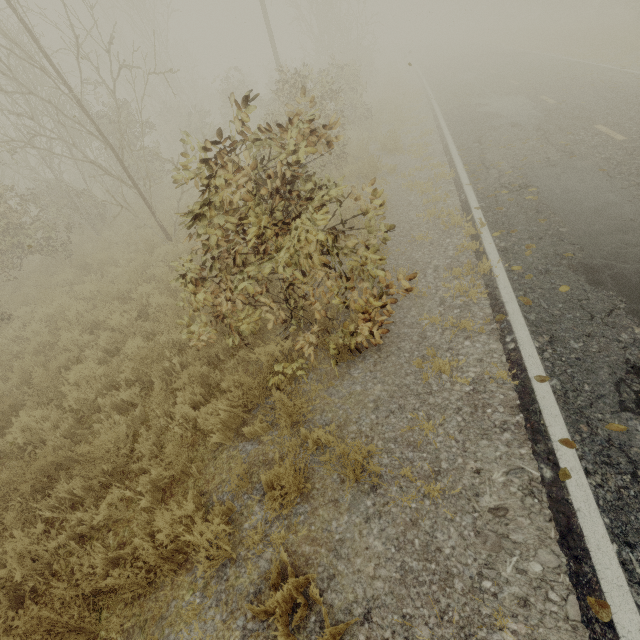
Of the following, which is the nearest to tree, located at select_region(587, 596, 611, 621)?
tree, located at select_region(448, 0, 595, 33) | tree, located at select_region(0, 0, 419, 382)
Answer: tree, located at select_region(0, 0, 419, 382)

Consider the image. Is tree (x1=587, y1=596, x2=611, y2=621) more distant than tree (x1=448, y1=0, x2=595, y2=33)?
No

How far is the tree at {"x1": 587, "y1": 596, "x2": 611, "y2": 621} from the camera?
2.3 meters

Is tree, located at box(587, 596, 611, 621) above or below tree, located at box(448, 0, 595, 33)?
below

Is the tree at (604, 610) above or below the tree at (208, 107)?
below

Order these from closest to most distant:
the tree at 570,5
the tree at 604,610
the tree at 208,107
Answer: the tree at 604,610
the tree at 208,107
the tree at 570,5

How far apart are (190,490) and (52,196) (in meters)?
13.32
